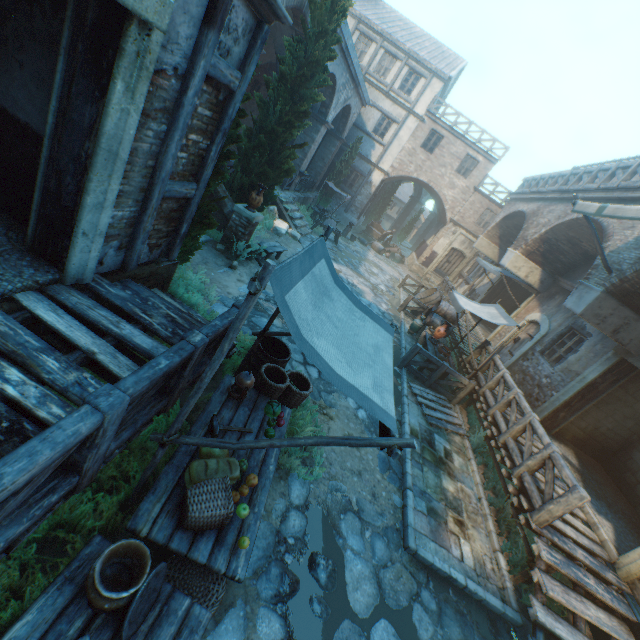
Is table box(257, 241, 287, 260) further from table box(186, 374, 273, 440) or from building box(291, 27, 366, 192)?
table box(186, 374, 273, 440)

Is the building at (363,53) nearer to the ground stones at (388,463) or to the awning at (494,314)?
the ground stones at (388,463)

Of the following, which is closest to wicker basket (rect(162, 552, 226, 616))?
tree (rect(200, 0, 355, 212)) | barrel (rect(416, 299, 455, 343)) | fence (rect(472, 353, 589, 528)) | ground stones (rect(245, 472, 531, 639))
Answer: ground stones (rect(245, 472, 531, 639))

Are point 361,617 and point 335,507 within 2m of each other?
yes

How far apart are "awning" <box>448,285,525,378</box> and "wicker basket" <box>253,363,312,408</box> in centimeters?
574cm

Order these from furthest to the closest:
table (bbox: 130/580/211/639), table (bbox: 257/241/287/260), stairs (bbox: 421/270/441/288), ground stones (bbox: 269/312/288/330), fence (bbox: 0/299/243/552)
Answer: stairs (bbox: 421/270/441/288), table (bbox: 257/241/287/260), ground stones (bbox: 269/312/288/330), table (bbox: 130/580/211/639), fence (bbox: 0/299/243/552)

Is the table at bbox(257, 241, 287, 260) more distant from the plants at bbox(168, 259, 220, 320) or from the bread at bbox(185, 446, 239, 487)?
the bread at bbox(185, 446, 239, 487)

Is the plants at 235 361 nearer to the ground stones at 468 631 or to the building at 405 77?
the ground stones at 468 631
